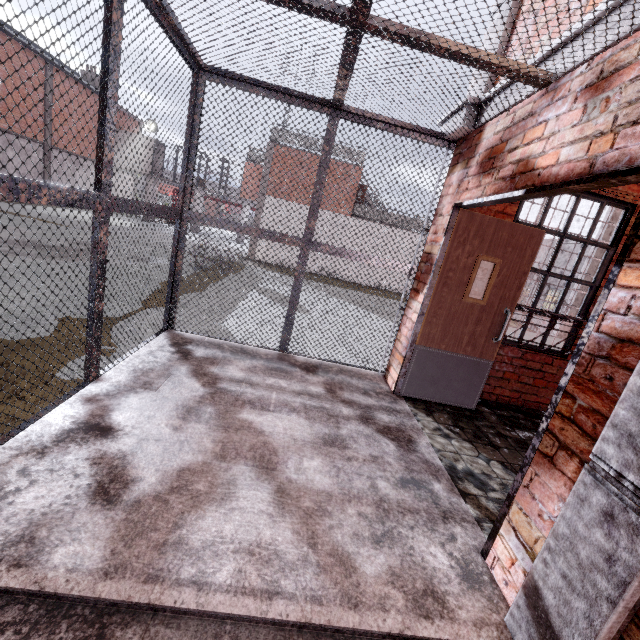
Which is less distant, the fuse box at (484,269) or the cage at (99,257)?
the cage at (99,257)

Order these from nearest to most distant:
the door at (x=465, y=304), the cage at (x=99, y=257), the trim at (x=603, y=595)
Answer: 1. the trim at (x=603, y=595)
2. the cage at (x=99, y=257)
3. the door at (x=465, y=304)

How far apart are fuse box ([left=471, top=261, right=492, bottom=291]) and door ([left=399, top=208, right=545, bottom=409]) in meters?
0.2

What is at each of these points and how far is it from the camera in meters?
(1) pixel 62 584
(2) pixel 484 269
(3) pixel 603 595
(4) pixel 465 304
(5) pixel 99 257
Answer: (1) stair, 1.3
(2) fuse box, 3.7
(3) trim, 1.2
(4) door, 3.6
(5) cage, 2.4

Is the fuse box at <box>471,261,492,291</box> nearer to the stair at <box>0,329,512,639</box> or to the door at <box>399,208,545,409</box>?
the door at <box>399,208,545,409</box>

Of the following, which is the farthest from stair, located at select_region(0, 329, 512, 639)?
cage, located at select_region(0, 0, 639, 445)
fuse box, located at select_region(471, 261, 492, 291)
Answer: fuse box, located at select_region(471, 261, 492, 291)

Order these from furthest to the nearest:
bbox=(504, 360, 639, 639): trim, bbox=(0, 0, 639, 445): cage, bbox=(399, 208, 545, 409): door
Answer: bbox=(399, 208, 545, 409): door
bbox=(0, 0, 639, 445): cage
bbox=(504, 360, 639, 639): trim

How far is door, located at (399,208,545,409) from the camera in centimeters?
340cm
